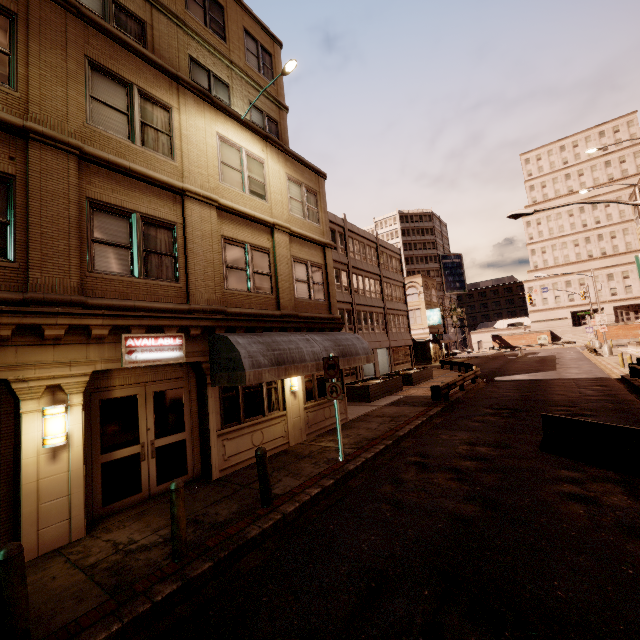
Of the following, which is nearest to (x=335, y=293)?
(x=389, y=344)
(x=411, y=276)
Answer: (x=389, y=344)

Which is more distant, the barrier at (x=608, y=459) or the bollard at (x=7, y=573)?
the barrier at (x=608, y=459)

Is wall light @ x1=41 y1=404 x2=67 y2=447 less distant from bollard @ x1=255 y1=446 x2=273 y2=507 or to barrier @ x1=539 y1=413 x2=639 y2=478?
bollard @ x1=255 y1=446 x2=273 y2=507

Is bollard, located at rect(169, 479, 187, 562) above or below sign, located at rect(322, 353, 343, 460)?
below

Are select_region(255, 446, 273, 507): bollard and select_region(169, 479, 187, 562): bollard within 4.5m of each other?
yes

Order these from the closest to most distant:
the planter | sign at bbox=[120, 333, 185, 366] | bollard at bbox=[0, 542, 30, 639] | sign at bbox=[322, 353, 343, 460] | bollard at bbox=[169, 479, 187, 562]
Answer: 1. bollard at bbox=[0, 542, 30, 639]
2. bollard at bbox=[169, 479, 187, 562]
3. sign at bbox=[120, 333, 185, 366]
4. sign at bbox=[322, 353, 343, 460]
5. the planter

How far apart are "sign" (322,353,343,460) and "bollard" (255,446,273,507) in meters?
2.8 m

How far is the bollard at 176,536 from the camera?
5.2m
